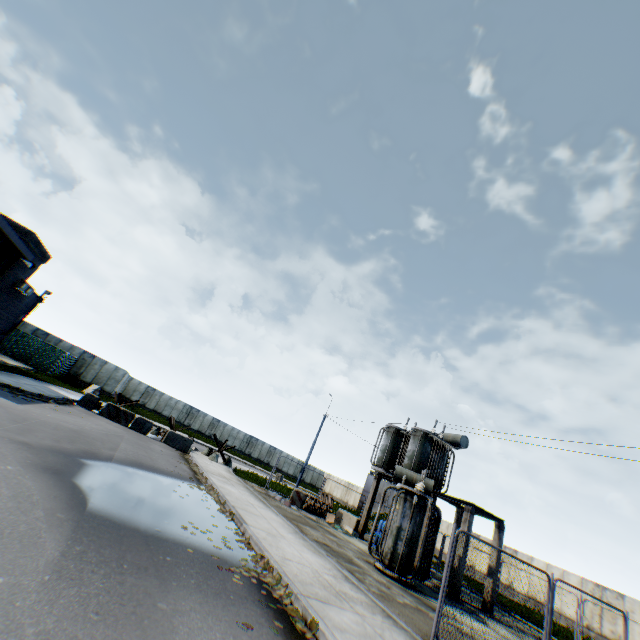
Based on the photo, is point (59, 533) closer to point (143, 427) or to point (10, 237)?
point (10, 237)

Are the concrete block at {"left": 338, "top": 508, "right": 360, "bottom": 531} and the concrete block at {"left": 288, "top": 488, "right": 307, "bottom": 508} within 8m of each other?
yes

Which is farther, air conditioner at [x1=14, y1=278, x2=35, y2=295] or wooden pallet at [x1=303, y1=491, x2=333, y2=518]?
air conditioner at [x1=14, y1=278, x2=35, y2=295]

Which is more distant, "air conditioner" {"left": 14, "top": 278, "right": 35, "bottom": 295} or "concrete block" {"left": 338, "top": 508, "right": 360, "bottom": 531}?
"air conditioner" {"left": 14, "top": 278, "right": 35, "bottom": 295}

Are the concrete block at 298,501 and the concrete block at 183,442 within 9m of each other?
yes

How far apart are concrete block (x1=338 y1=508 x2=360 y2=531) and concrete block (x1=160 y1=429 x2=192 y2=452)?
10.5m

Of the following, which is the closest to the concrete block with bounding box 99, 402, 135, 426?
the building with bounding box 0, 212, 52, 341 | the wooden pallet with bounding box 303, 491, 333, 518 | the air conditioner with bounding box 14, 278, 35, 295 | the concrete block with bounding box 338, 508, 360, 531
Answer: the building with bounding box 0, 212, 52, 341

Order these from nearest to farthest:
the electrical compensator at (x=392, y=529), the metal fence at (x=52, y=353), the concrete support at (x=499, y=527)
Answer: the electrical compensator at (x=392, y=529)
the concrete support at (x=499, y=527)
the metal fence at (x=52, y=353)
